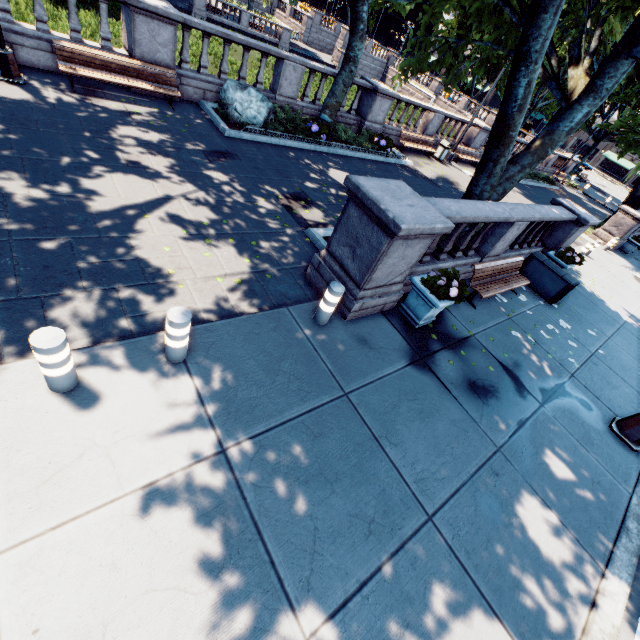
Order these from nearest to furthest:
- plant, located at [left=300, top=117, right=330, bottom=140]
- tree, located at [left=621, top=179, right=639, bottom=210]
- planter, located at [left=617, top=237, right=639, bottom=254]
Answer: plant, located at [left=300, top=117, right=330, bottom=140] < planter, located at [left=617, top=237, right=639, bottom=254] < tree, located at [left=621, top=179, right=639, bottom=210]

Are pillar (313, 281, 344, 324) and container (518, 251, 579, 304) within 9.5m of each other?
yes

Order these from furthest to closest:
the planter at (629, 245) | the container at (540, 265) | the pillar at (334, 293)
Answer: the planter at (629, 245) < the container at (540, 265) < the pillar at (334, 293)

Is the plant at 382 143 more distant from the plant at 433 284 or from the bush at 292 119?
the plant at 433 284

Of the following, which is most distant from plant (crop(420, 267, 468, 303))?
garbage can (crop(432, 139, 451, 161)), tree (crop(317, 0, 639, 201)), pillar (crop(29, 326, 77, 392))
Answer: garbage can (crop(432, 139, 451, 161))

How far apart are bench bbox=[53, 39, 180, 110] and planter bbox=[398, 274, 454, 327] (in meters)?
9.34

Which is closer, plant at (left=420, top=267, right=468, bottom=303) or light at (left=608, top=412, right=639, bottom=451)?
plant at (left=420, top=267, right=468, bottom=303)

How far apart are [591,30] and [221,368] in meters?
12.6
